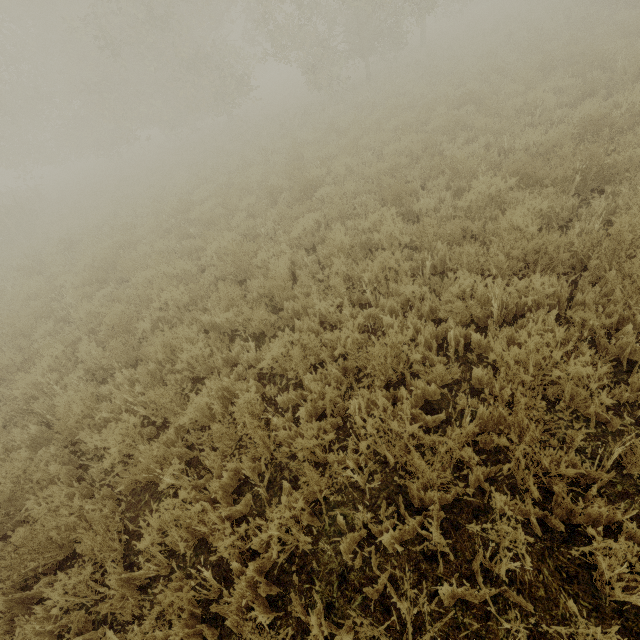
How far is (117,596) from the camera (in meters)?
2.75
